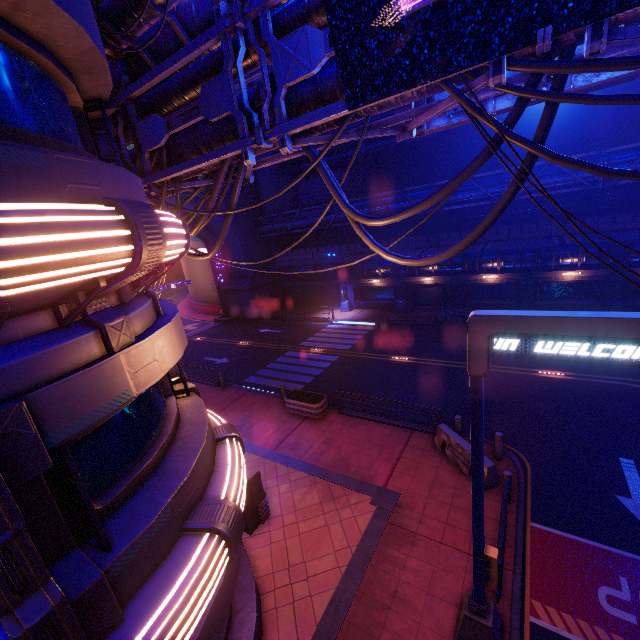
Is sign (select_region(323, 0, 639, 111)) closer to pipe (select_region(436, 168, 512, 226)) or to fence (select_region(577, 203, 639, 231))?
pipe (select_region(436, 168, 512, 226))

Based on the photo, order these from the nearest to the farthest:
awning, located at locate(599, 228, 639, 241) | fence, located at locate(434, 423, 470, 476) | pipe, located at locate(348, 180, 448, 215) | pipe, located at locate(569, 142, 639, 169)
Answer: fence, located at locate(434, 423, 470, 476)
awning, located at locate(599, 228, 639, 241)
pipe, located at locate(569, 142, 639, 169)
pipe, located at locate(348, 180, 448, 215)

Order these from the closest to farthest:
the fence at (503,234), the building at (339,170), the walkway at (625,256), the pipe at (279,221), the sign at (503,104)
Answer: the sign at (503,104), the walkway at (625,256), the fence at (503,234), the pipe at (279,221), the building at (339,170)

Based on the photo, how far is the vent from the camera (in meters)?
34.69

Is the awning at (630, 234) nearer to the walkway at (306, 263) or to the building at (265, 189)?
the walkway at (306, 263)

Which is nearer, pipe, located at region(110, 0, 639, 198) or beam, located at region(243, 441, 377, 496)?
pipe, located at region(110, 0, 639, 198)

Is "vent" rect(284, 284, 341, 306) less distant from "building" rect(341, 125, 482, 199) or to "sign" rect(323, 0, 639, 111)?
"building" rect(341, 125, 482, 199)

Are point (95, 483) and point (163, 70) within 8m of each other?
no
